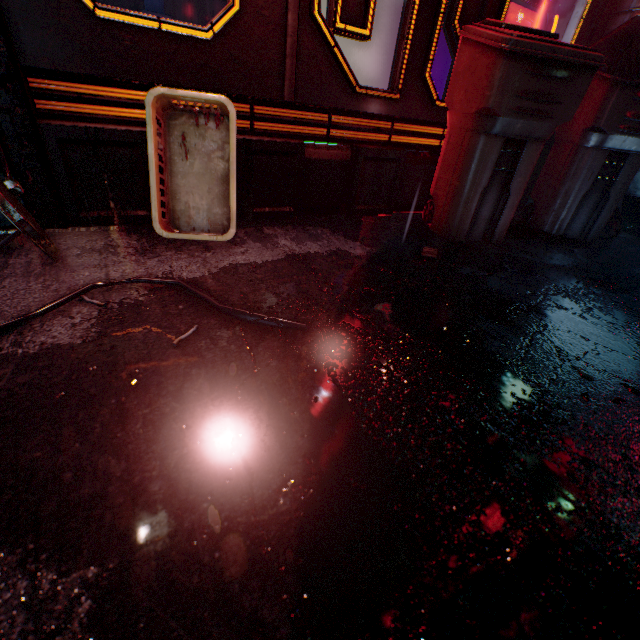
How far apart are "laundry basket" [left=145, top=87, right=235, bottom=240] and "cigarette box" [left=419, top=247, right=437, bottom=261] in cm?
92

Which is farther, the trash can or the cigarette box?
the cigarette box

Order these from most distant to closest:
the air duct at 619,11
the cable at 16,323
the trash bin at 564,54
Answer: the air duct at 619,11 → the trash bin at 564,54 → the cable at 16,323

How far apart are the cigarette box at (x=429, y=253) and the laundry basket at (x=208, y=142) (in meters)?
0.92

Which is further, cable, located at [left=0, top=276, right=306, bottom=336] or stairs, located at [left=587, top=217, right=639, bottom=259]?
stairs, located at [left=587, top=217, right=639, bottom=259]

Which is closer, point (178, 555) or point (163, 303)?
point (178, 555)

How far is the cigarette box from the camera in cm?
160

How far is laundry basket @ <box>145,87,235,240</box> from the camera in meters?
1.3
